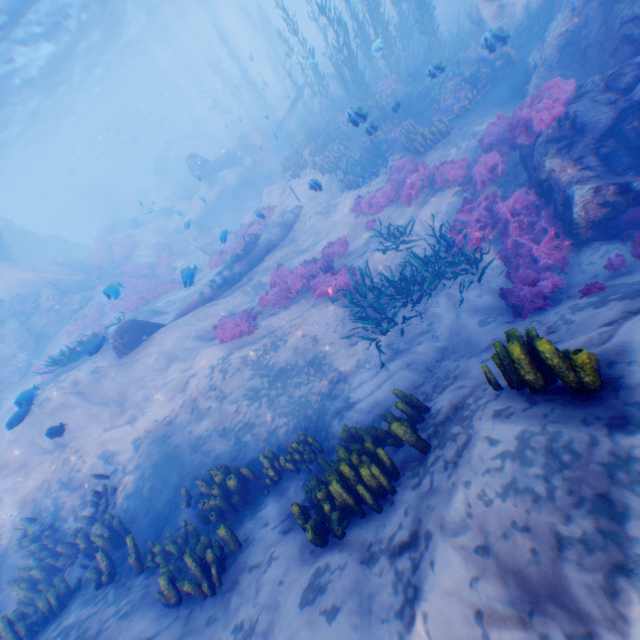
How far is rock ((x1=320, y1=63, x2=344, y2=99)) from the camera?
23.2 meters

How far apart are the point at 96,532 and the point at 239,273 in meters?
9.7

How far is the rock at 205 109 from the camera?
36.74m

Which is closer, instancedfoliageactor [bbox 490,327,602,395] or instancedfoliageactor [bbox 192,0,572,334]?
instancedfoliageactor [bbox 490,327,602,395]

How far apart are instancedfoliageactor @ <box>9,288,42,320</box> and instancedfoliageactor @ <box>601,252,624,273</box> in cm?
2505

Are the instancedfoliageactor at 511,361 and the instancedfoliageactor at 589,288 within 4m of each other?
yes

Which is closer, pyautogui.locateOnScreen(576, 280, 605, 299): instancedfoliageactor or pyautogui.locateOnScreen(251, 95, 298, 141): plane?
pyautogui.locateOnScreen(576, 280, 605, 299): instancedfoliageactor

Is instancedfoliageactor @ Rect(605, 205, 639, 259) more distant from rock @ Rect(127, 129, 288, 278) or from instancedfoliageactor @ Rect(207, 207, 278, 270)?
instancedfoliageactor @ Rect(207, 207, 278, 270)
